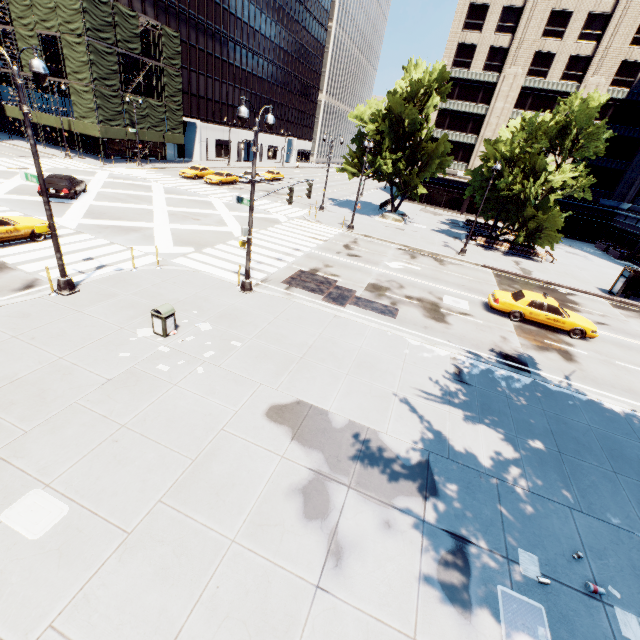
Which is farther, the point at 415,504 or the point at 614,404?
the point at 614,404

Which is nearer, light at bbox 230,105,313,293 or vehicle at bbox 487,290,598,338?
light at bbox 230,105,313,293

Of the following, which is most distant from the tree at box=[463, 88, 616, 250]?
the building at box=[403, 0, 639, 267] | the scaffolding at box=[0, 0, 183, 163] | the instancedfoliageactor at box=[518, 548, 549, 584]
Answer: the scaffolding at box=[0, 0, 183, 163]

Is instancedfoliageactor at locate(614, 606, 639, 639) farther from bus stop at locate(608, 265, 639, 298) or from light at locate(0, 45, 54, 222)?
bus stop at locate(608, 265, 639, 298)

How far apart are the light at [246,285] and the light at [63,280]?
5.82m

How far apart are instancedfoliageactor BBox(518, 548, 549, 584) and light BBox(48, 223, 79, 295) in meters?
15.6

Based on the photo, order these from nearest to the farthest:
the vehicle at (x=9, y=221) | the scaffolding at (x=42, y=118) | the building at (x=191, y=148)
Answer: the vehicle at (x=9, y=221), the scaffolding at (x=42, y=118), the building at (x=191, y=148)

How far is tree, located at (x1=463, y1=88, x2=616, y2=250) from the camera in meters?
27.1 m
